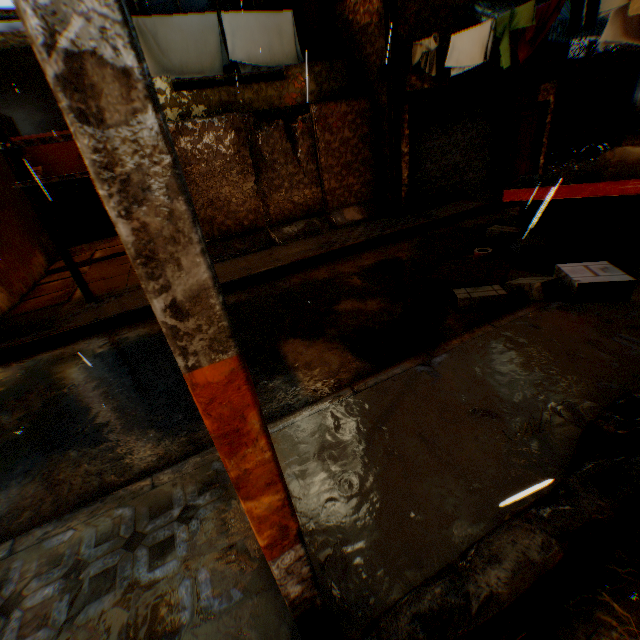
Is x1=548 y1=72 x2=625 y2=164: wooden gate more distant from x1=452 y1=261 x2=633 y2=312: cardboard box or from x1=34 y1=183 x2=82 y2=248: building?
x1=452 y1=261 x2=633 y2=312: cardboard box

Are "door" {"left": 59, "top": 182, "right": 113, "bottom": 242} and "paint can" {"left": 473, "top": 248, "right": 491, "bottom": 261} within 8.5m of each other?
no

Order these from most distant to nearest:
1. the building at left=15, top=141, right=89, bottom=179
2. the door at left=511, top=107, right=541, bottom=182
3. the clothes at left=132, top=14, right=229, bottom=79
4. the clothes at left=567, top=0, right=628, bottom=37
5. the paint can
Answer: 1. the building at left=15, top=141, right=89, bottom=179
2. the door at left=511, top=107, right=541, bottom=182
3. the clothes at left=132, top=14, right=229, bottom=79
4. the paint can
5. the clothes at left=567, top=0, right=628, bottom=37

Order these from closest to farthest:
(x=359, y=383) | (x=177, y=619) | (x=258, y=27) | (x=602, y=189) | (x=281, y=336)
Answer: (x=177, y=619) < (x=359, y=383) < (x=602, y=189) < (x=281, y=336) < (x=258, y=27)

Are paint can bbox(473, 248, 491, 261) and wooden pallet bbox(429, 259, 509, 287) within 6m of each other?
yes

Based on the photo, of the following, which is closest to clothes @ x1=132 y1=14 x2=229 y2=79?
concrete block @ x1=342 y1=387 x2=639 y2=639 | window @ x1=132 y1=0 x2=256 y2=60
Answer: window @ x1=132 y1=0 x2=256 y2=60

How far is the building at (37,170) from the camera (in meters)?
12.27

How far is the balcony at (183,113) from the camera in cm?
798
